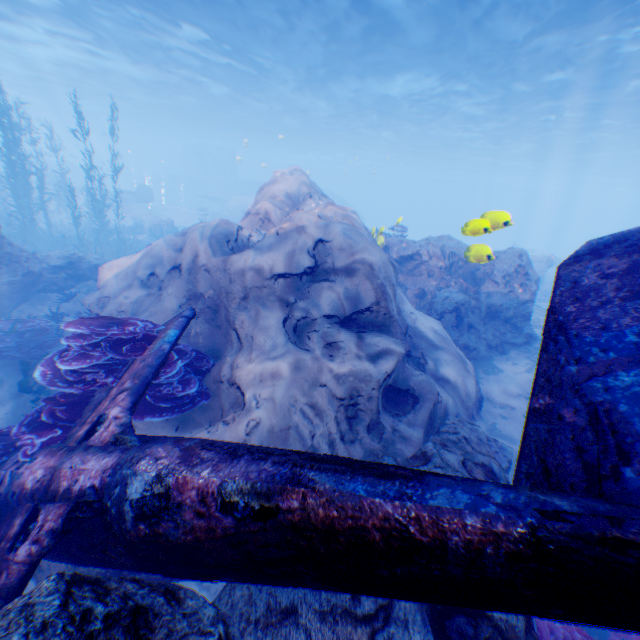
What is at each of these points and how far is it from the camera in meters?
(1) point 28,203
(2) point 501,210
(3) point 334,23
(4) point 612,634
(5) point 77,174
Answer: (1) instancedfoliageactor, 16.3
(2) light, 5.9
(3) light, 15.7
(4) instancedfoliageactor, 5.1
(5) rock, 40.4

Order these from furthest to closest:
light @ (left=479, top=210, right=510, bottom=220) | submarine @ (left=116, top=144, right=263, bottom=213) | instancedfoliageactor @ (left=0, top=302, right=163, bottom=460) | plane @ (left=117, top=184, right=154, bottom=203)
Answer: submarine @ (left=116, top=144, right=263, bottom=213) → plane @ (left=117, top=184, right=154, bottom=203) → light @ (left=479, top=210, right=510, bottom=220) → instancedfoliageactor @ (left=0, top=302, right=163, bottom=460)

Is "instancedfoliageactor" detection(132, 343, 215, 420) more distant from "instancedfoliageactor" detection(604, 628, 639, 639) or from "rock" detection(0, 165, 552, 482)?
"instancedfoliageactor" detection(604, 628, 639, 639)

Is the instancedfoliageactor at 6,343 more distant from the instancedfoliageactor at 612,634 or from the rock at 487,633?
the instancedfoliageactor at 612,634

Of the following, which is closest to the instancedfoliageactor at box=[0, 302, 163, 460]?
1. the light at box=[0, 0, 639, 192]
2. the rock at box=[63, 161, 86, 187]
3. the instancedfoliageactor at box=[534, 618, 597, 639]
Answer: the rock at box=[63, 161, 86, 187]

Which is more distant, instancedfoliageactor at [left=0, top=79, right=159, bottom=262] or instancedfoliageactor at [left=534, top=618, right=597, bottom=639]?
instancedfoliageactor at [left=0, top=79, right=159, bottom=262]

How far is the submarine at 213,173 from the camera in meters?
46.3 m

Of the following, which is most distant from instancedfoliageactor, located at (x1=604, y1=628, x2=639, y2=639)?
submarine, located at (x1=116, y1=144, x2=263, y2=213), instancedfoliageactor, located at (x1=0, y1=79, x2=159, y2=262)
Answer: submarine, located at (x1=116, y1=144, x2=263, y2=213)
